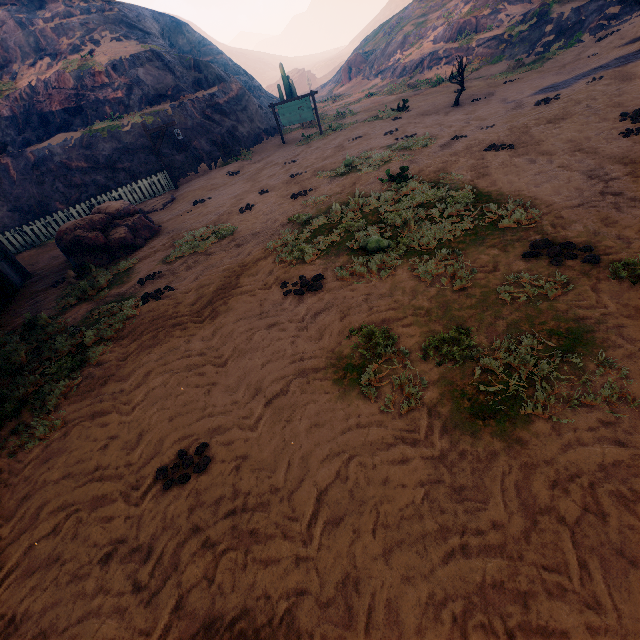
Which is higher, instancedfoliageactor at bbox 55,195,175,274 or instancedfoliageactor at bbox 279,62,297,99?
instancedfoliageactor at bbox 279,62,297,99

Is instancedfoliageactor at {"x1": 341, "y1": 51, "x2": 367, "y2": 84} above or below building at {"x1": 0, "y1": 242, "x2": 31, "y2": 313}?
above

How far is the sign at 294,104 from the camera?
17.95m

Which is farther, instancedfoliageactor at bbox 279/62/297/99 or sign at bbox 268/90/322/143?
instancedfoliageactor at bbox 279/62/297/99

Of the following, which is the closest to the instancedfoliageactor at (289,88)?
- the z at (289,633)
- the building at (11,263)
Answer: the z at (289,633)

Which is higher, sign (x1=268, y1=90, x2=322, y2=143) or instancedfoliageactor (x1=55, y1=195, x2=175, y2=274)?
sign (x1=268, y1=90, x2=322, y2=143)

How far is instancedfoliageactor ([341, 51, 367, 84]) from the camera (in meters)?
42.12

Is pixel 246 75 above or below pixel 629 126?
above
